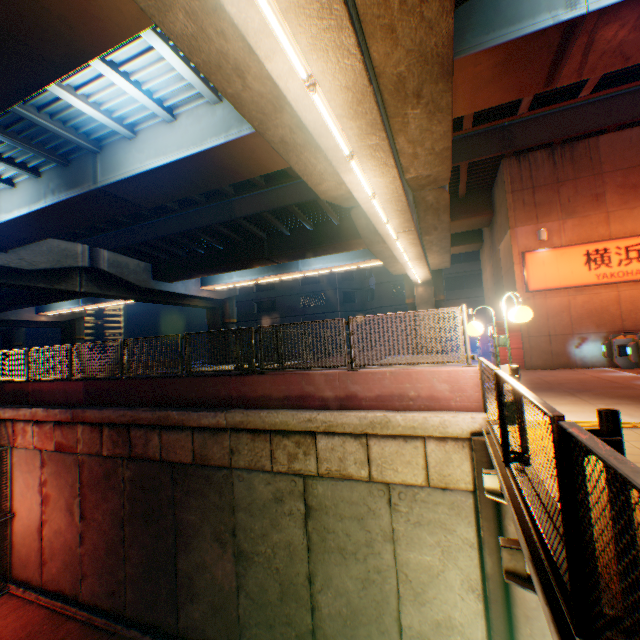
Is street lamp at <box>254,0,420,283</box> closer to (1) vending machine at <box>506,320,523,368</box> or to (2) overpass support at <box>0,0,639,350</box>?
(2) overpass support at <box>0,0,639,350</box>

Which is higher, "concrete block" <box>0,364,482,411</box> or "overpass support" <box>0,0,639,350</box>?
"overpass support" <box>0,0,639,350</box>

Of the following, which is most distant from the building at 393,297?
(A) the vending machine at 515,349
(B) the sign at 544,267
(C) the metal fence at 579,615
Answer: (B) the sign at 544,267

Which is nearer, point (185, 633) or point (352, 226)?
point (185, 633)

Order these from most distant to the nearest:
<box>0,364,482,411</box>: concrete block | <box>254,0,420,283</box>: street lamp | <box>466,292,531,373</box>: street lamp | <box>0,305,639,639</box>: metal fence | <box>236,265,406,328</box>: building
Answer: <box>236,265,406,328</box>: building
<box>0,364,482,411</box>: concrete block
<box>466,292,531,373</box>: street lamp
<box>254,0,420,283</box>: street lamp
<box>0,305,639,639</box>: metal fence

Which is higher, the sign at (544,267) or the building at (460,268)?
the building at (460,268)

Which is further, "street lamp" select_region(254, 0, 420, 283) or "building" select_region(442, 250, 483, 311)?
"building" select_region(442, 250, 483, 311)

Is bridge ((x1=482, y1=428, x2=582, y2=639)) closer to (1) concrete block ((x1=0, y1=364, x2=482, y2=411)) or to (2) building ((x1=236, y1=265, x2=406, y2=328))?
(1) concrete block ((x1=0, y1=364, x2=482, y2=411))
